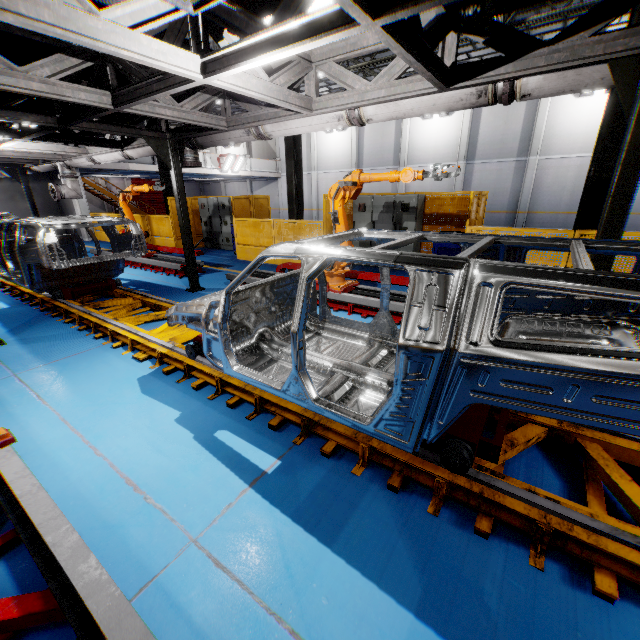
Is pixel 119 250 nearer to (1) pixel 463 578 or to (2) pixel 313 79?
(2) pixel 313 79

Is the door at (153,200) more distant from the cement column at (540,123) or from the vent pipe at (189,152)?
the cement column at (540,123)

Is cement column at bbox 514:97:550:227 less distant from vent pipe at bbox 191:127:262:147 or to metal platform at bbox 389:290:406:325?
metal platform at bbox 389:290:406:325

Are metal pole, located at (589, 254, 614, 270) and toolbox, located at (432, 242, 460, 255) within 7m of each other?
yes

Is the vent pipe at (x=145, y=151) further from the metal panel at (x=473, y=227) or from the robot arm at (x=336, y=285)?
the metal panel at (x=473, y=227)

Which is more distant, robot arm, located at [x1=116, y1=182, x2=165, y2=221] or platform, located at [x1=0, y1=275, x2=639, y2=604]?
robot arm, located at [x1=116, y1=182, x2=165, y2=221]

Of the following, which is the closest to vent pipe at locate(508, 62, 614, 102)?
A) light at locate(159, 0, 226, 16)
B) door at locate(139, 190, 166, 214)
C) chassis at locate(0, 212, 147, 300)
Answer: chassis at locate(0, 212, 147, 300)

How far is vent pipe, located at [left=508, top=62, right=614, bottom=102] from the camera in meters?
3.3
